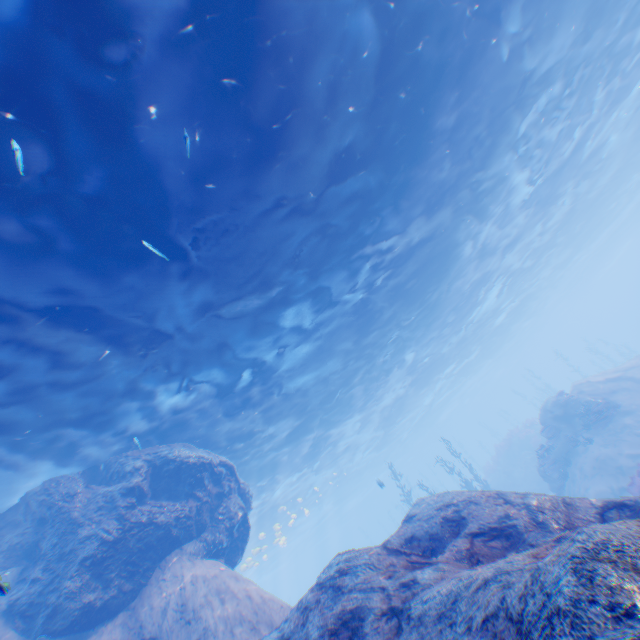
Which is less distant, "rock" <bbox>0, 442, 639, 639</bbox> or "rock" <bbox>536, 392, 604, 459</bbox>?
"rock" <bbox>0, 442, 639, 639</bbox>

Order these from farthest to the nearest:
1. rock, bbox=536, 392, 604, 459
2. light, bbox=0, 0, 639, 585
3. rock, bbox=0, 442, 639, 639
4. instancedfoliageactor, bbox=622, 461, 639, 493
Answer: rock, bbox=536, 392, 604, 459 → instancedfoliageactor, bbox=622, 461, 639, 493 → light, bbox=0, 0, 639, 585 → rock, bbox=0, 442, 639, 639

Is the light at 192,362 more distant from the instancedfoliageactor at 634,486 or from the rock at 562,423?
the instancedfoliageactor at 634,486

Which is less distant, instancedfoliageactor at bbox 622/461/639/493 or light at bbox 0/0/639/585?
light at bbox 0/0/639/585

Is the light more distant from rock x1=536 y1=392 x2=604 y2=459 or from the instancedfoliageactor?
the instancedfoliageactor

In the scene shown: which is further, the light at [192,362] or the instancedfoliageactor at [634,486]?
the instancedfoliageactor at [634,486]

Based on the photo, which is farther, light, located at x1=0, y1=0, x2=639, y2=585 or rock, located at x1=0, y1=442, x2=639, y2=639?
light, located at x1=0, y1=0, x2=639, y2=585

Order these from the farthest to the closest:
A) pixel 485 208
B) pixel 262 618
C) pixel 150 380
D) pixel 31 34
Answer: pixel 485 208 → pixel 150 380 → pixel 262 618 → pixel 31 34
